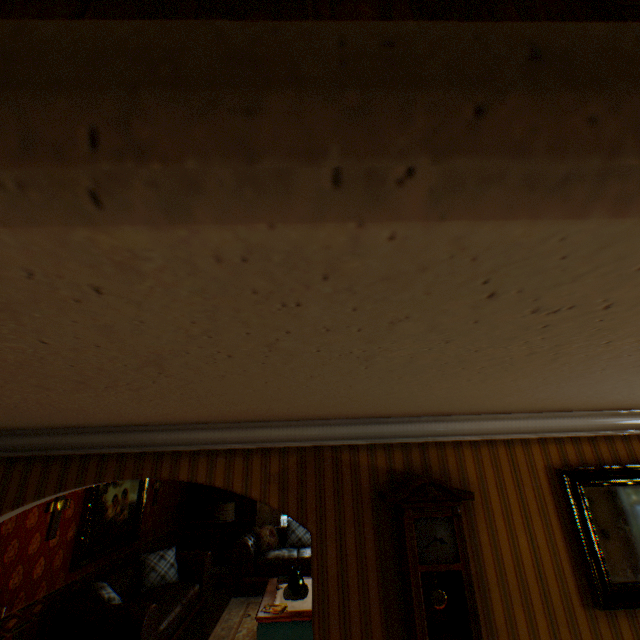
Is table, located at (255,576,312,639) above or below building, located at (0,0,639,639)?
below

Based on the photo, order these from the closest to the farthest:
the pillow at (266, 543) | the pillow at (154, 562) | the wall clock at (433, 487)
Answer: the wall clock at (433, 487) → the pillow at (154, 562) → the pillow at (266, 543)

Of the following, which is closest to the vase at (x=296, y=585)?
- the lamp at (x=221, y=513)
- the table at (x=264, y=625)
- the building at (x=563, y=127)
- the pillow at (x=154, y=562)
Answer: the table at (x=264, y=625)

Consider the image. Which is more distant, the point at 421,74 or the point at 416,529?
the point at 416,529

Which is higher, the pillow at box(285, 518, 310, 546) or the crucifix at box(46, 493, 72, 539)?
the crucifix at box(46, 493, 72, 539)

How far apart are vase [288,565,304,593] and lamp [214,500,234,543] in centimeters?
317cm

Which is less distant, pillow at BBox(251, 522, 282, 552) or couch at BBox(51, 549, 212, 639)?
couch at BBox(51, 549, 212, 639)

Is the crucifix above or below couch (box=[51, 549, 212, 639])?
above
